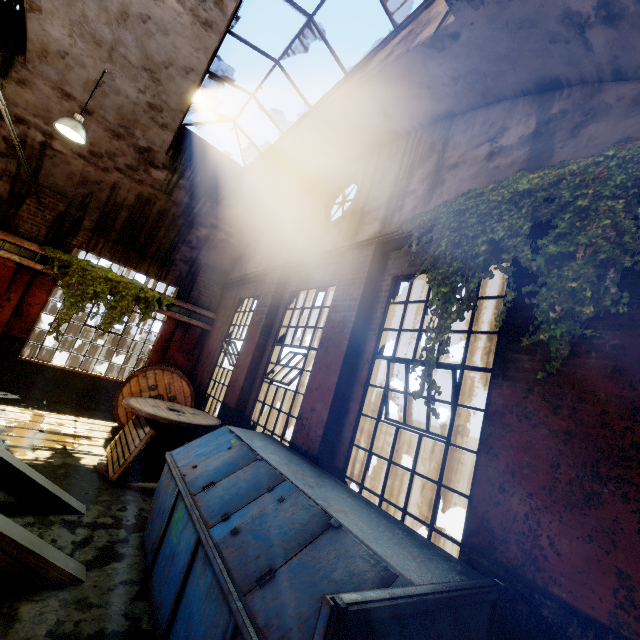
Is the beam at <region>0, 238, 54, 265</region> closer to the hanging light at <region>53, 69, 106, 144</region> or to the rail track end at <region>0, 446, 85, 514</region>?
the hanging light at <region>53, 69, 106, 144</region>

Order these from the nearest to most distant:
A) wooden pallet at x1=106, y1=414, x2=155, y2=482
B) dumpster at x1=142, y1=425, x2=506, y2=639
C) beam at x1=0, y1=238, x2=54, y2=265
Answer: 1. dumpster at x1=142, y1=425, x2=506, y2=639
2. wooden pallet at x1=106, y1=414, x2=155, y2=482
3. beam at x1=0, y1=238, x2=54, y2=265

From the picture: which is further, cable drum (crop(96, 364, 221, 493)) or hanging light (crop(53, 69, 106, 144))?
hanging light (crop(53, 69, 106, 144))

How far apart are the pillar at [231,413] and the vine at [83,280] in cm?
385

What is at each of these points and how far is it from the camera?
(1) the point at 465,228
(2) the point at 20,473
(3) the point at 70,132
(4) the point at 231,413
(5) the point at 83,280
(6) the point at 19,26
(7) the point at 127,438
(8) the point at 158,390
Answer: (1) vine, 3.75m
(2) rail track end, 3.93m
(3) hanging light, 6.37m
(4) pillar, 7.16m
(5) vine, 9.02m
(6) vine, 6.61m
(7) wooden pallet, 6.09m
(8) cable drum, 8.58m

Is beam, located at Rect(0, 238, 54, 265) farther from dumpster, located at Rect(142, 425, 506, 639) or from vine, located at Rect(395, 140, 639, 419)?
vine, located at Rect(395, 140, 639, 419)

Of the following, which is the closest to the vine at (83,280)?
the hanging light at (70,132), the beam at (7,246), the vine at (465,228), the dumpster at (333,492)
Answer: the beam at (7,246)

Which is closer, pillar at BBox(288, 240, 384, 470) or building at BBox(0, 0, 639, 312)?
building at BBox(0, 0, 639, 312)
